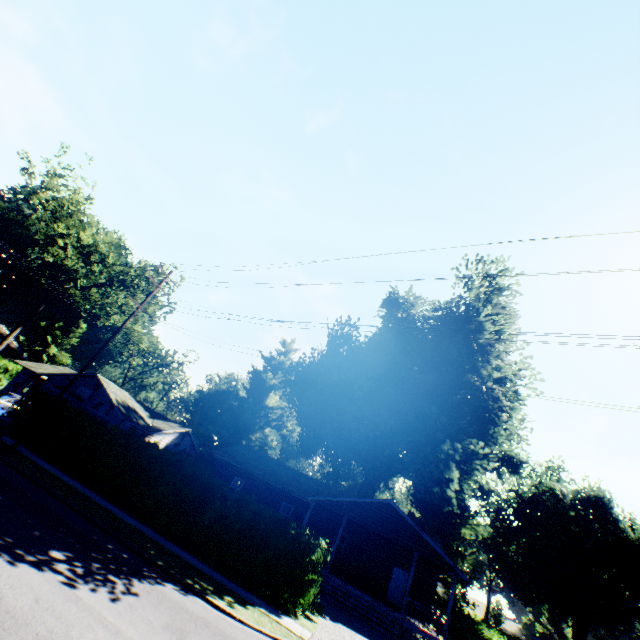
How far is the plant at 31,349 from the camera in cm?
5870

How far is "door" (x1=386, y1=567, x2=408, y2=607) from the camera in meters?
23.6 m

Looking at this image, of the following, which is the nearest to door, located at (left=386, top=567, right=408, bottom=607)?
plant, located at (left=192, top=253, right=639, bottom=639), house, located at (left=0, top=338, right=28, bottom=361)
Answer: plant, located at (left=192, top=253, right=639, bottom=639)

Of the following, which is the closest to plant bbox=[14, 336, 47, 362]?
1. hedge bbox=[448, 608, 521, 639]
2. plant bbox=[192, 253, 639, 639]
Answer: plant bbox=[192, 253, 639, 639]

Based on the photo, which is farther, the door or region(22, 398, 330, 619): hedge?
the door

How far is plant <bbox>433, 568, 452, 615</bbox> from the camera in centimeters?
2827cm

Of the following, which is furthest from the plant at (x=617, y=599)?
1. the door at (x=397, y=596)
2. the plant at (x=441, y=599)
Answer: the door at (x=397, y=596)

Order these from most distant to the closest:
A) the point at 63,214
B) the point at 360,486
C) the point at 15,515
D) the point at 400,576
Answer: the point at 63,214 < the point at 360,486 < the point at 400,576 < the point at 15,515
